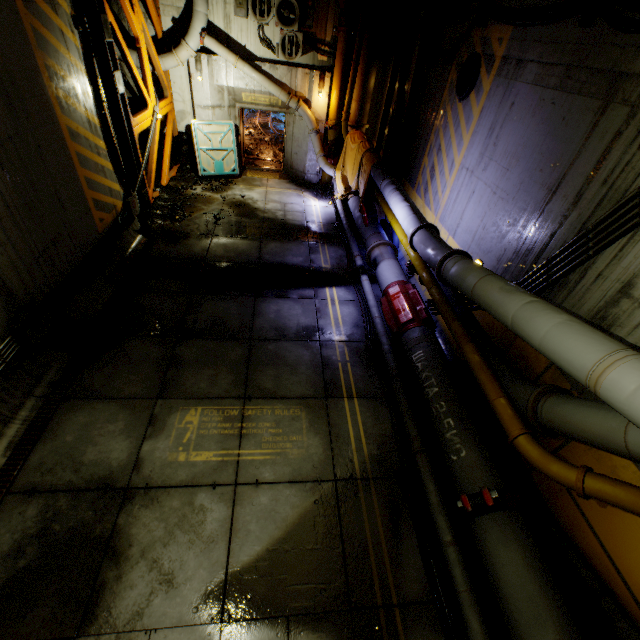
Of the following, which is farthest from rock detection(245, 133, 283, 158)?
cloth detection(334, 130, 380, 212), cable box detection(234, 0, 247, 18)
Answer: cloth detection(334, 130, 380, 212)

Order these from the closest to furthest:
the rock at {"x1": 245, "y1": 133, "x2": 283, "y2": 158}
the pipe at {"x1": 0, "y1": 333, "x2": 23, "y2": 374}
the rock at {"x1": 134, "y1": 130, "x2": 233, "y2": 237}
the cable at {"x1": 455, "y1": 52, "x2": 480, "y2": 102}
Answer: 1. the pipe at {"x1": 0, "y1": 333, "x2": 23, "y2": 374}
2. the cable at {"x1": 455, "y1": 52, "x2": 480, "y2": 102}
3. the rock at {"x1": 134, "y1": 130, "x2": 233, "y2": 237}
4. the rock at {"x1": 245, "y1": 133, "x2": 283, "y2": 158}

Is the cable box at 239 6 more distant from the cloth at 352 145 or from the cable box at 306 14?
the cloth at 352 145

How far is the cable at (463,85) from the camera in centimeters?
661cm

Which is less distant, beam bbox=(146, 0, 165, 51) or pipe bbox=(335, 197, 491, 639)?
pipe bbox=(335, 197, 491, 639)

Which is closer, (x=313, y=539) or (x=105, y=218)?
(x=313, y=539)

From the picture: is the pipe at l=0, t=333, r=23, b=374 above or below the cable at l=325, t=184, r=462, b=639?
above

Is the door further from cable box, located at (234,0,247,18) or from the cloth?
the cloth
